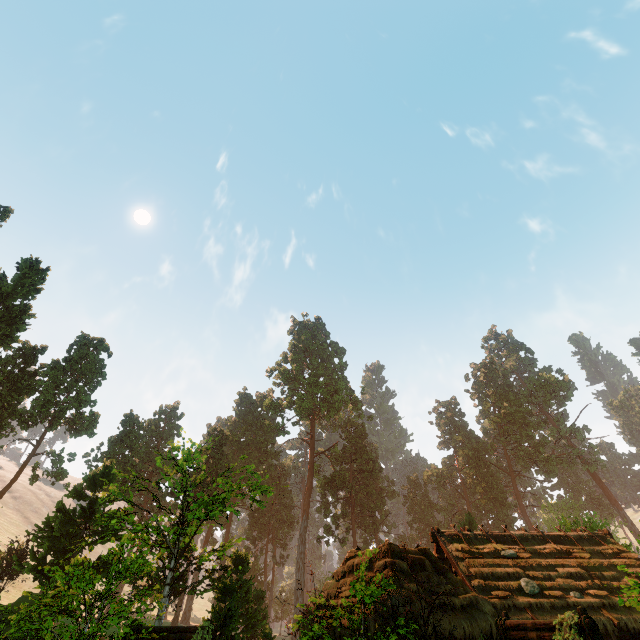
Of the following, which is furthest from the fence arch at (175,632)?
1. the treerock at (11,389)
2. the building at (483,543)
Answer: the treerock at (11,389)

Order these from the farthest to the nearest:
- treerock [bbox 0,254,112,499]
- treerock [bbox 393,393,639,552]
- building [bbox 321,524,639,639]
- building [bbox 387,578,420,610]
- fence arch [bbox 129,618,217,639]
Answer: treerock [bbox 393,393,639,552] < treerock [bbox 0,254,112,499] < building [bbox 321,524,639,639] < building [bbox 387,578,420,610] < fence arch [bbox 129,618,217,639]

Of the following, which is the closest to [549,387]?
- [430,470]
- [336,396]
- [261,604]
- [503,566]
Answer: [430,470]

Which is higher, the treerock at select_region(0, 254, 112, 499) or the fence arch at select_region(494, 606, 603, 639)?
the treerock at select_region(0, 254, 112, 499)

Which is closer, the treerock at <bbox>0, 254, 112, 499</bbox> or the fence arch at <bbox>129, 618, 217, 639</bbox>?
the fence arch at <bbox>129, 618, 217, 639</bbox>

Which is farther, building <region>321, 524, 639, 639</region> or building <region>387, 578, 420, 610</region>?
building <region>321, 524, 639, 639</region>

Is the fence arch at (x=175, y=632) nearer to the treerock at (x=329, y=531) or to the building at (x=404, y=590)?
the building at (x=404, y=590)

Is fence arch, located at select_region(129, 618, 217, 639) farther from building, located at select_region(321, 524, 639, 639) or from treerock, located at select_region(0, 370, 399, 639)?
treerock, located at select_region(0, 370, 399, 639)
